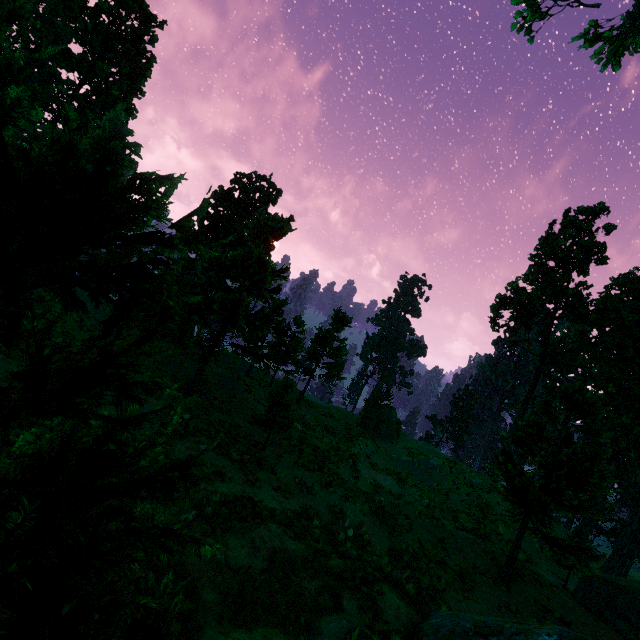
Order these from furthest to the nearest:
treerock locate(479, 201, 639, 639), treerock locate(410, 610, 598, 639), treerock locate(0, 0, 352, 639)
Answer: treerock locate(479, 201, 639, 639)
treerock locate(410, 610, 598, 639)
treerock locate(0, 0, 352, 639)

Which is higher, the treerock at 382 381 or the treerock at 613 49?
the treerock at 613 49

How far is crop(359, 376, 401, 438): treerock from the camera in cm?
3606

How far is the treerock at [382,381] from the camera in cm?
3606

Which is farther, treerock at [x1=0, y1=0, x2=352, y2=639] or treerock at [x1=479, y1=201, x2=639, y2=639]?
treerock at [x1=479, y1=201, x2=639, y2=639]

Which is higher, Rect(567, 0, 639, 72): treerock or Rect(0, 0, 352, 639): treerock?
Rect(567, 0, 639, 72): treerock

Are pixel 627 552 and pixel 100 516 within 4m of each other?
no
